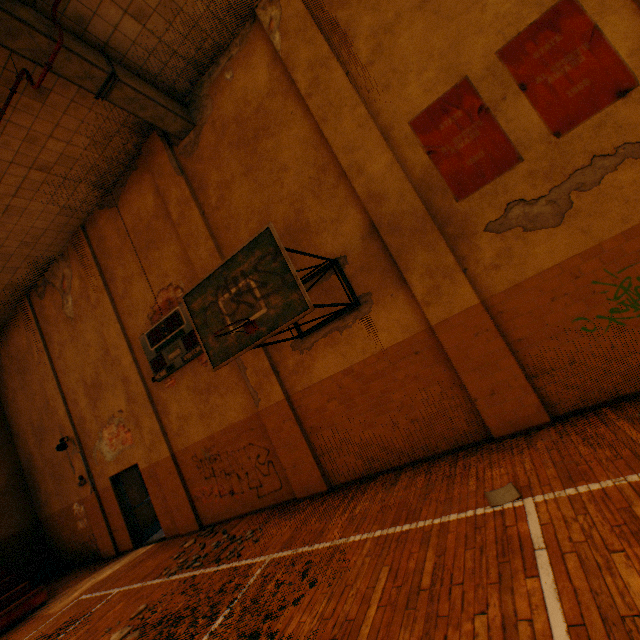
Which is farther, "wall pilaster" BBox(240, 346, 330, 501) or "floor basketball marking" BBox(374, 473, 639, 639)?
"wall pilaster" BBox(240, 346, 330, 501)

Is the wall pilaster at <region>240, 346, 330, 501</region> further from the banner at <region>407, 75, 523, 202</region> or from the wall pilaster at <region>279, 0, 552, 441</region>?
the banner at <region>407, 75, 523, 202</region>

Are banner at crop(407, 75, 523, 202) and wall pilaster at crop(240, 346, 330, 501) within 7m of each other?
yes

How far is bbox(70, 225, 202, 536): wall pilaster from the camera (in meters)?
8.12

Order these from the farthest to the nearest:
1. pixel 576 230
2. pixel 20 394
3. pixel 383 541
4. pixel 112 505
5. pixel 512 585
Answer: pixel 20 394, pixel 112 505, pixel 576 230, pixel 383 541, pixel 512 585

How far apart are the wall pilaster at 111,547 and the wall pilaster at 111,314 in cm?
312

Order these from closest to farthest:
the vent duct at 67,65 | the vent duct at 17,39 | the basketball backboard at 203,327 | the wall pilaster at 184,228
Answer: the basketball backboard at 203,327 < the vent duct at 17,39 < the vent duct at 67,65 < the wall pilaster at 184,228

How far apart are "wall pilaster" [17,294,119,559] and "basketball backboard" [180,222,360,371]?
8.8m
